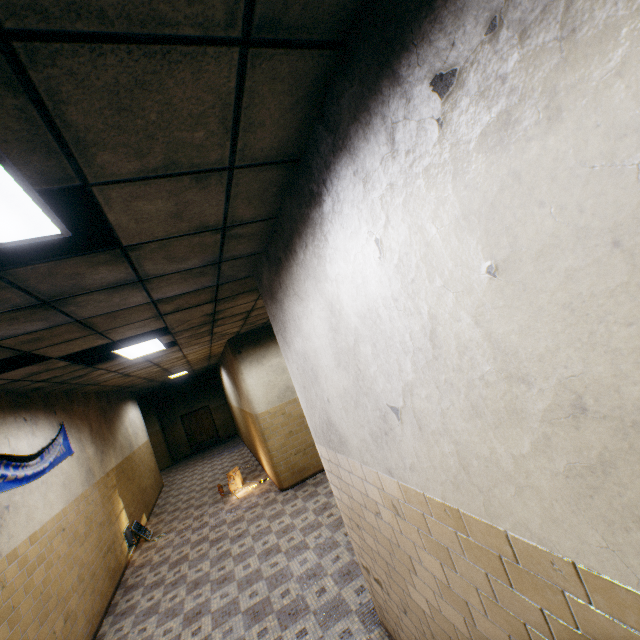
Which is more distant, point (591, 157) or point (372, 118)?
point (372, 118)

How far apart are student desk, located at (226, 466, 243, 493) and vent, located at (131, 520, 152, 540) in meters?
1.9 m

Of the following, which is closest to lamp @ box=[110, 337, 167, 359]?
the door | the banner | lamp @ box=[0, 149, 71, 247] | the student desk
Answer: the banner

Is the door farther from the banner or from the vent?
the banner

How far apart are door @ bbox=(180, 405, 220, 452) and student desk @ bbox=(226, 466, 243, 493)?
9.87m

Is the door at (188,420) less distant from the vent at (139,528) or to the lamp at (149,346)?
the vent at (139,528)

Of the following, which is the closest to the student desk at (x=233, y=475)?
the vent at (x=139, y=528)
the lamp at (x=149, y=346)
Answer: the vent at (x=139, y=528)

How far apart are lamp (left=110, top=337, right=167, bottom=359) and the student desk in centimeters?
448cm
